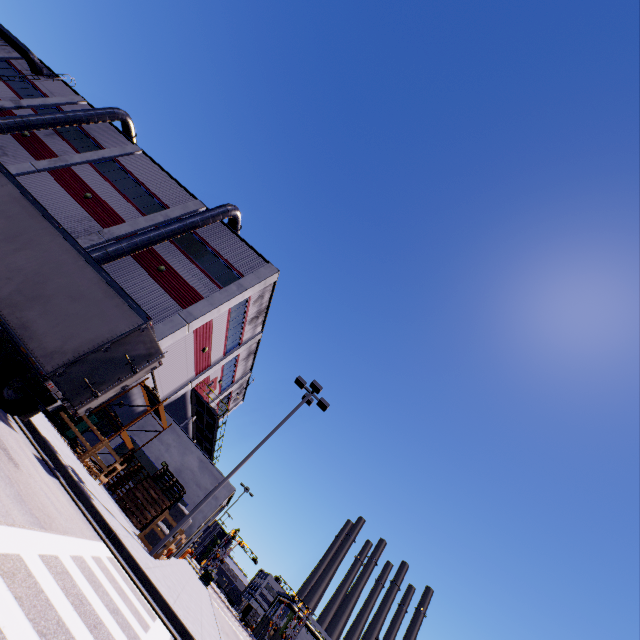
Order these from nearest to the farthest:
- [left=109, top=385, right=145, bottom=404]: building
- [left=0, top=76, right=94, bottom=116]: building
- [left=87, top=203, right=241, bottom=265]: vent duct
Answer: [left=87, top=203, right=241, bottom=265]: vent duct < [left=109, top=385, right=145, bottom=404]: building < [left=0, top=76, right=94, bottom=116]: building

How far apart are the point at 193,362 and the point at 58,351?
15.10m

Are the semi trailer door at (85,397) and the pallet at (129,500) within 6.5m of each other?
no

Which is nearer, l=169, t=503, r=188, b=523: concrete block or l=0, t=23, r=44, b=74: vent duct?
l=169, t=503, r=188, b=523: concrete block

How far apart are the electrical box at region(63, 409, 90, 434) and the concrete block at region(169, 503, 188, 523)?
5.6m

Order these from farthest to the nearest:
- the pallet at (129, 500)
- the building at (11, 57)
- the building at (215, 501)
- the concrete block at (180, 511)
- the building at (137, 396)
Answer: the building at (11, 57)
the building at (215, 501)
the building at (137, 396)
the pallet at (129, 500)
the concrete block at (180, 511)

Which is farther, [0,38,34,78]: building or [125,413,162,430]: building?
[0,38,34,78]: building

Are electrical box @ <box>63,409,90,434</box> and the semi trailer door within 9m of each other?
yes
